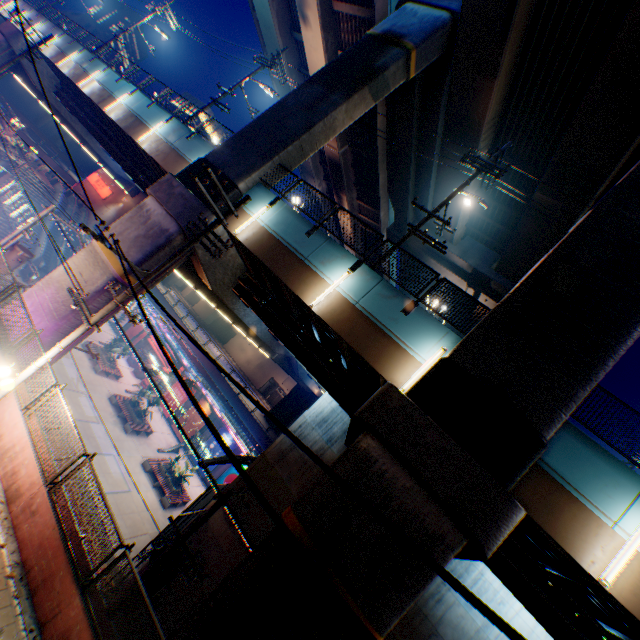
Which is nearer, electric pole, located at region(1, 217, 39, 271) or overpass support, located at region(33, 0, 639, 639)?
overpass support, located at region(33, 0, 639, 639)

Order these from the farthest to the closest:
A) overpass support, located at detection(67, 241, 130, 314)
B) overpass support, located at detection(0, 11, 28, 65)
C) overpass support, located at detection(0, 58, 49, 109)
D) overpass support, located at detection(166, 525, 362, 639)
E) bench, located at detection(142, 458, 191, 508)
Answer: overpass support, located at detection(0, 58, 49, 109)
overpass support, located at detection(0, 11, 28, 65)
bench, located at detection(142, 458, 191, 508)
overpass support, located at detection(67, 241, 130, 314)
overpass support, located at detection(166, 525, 362, 639)

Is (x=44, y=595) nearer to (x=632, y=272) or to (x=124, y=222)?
(x=124, y=222)

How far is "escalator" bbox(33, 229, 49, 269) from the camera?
34.1 meters

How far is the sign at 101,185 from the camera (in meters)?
43.72

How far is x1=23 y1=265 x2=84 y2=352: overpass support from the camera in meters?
12.5

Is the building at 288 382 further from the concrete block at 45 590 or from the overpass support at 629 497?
the concrete block at 45 590
